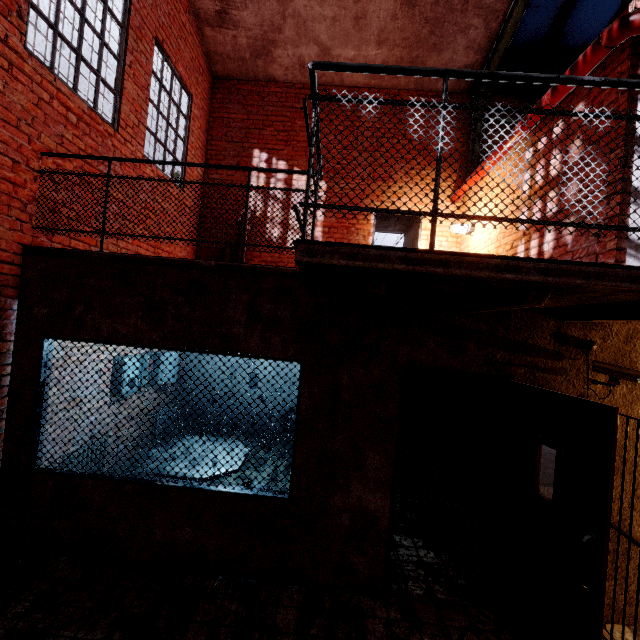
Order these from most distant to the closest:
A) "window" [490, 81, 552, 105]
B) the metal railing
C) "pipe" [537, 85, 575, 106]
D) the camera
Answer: "window" [490, 81, 552, 105]
"pipe" [537, 85, 575, 106]
the camera
the metal railing

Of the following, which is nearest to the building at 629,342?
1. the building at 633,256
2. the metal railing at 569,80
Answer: the building at 633,256

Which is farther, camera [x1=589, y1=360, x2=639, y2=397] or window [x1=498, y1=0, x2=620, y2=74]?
window [x1=498, y1=0, x2=620, y2=74]

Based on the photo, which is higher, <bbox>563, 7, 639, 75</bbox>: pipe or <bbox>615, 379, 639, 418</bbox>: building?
<bbox>563, 7, 639, 75</bbox>: pipe

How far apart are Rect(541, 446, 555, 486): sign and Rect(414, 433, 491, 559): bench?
1.0 meters

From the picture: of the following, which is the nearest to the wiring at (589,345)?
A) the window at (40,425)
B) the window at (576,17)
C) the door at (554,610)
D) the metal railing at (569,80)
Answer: the door at (554,610)

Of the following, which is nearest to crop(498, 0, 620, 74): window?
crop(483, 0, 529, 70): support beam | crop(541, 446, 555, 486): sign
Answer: crop(483, 0, 529, 70): support beam

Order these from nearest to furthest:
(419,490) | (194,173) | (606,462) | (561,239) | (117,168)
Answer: (606,462) < (561,239) < (117,168) < (419,490) < (194,173)
